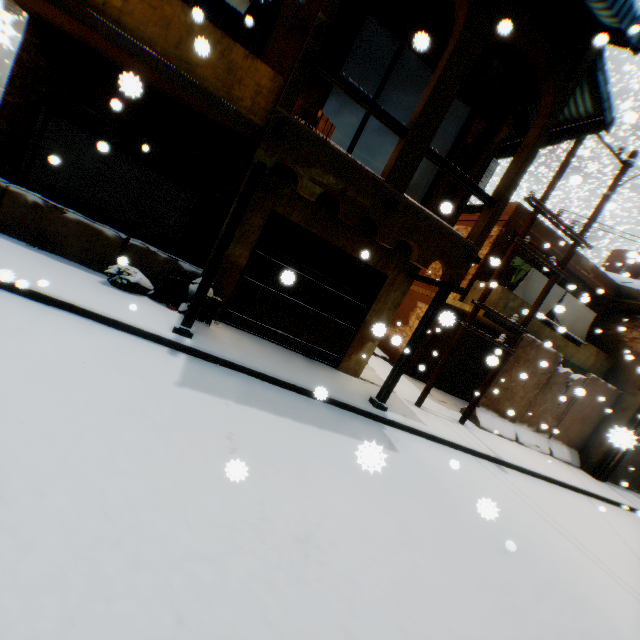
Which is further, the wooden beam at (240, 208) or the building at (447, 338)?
the building at (447, 338)

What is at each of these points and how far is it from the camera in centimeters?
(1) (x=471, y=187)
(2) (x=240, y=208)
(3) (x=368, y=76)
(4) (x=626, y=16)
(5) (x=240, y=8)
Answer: (1) wooden beam, 631cm
(2) wooden beam, 534cm
(3) building, 1094cm
(4) awning, 478cm
(5) dryer, 645cm

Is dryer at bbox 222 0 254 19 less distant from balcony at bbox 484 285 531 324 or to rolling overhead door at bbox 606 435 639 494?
rolling overhead door at bbox 606 435 639 494

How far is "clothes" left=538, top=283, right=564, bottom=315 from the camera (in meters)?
11.98

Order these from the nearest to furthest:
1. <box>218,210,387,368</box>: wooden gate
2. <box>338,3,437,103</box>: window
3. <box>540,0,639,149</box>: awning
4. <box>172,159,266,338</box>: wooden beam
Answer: <box>540,0,639,149</box>: awning → <box>172,159,266,338</box>: wooden beam → <box>338,3,437,103</box>: window → <box>218,210,387,368</box>: wooden gate

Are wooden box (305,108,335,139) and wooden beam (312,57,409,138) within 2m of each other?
yes

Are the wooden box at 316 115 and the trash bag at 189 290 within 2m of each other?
no

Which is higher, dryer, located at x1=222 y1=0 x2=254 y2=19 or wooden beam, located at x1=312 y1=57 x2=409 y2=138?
dryer, located at x1=222 y1=0 x2=254 y2=19
